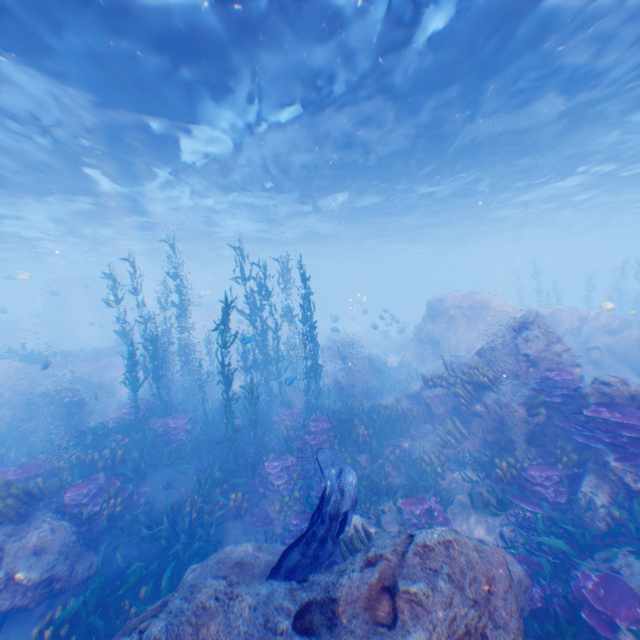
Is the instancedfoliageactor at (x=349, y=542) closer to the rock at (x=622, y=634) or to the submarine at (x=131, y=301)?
the rock at (x=622, y=634)

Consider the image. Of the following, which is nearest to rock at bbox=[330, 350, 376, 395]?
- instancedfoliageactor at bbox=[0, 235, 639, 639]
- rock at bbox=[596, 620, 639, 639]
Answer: instancedfoliageactor at bbox=[0, 235, 639, 639]

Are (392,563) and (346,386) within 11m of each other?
no

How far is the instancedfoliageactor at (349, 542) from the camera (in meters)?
6.46

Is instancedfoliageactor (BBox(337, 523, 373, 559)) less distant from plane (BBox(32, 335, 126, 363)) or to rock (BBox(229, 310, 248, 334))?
rock (BBox(229, 310, 248, 334))

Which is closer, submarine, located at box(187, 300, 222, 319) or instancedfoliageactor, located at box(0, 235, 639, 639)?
instancedfoliageactor, located at box(0, 235, 639, 639)

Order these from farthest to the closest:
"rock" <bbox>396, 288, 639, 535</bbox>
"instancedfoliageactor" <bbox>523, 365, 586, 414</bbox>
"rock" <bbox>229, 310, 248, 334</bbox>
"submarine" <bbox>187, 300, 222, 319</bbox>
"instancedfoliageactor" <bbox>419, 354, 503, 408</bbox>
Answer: "submarine" <bbox>187, 300, 222, 319</bbox> < "rock" <bbox>229, 310, 248, 334</bbox> < "instancedfoliageactor" <bbox>419, 354, 503, 408</bbox> < "instancedfoliageactor" <bbox>523, 365, 586, 414</bbox> < "rock" <bbox>396, 288, 639, 535</bbox>
